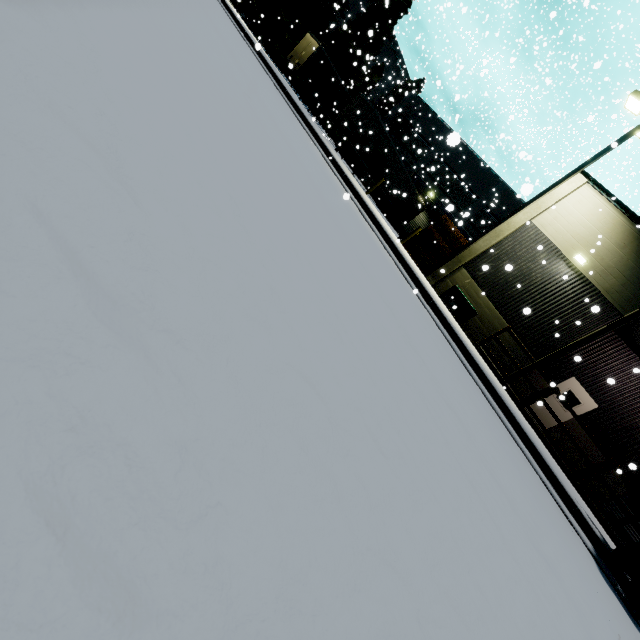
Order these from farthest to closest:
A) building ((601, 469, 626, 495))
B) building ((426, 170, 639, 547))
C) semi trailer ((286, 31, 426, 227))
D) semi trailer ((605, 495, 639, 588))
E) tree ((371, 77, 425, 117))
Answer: tree ((371, 77, 425, 117)), semi trailer ((286, 31, 426, 227)), building ((601, 469, 626, 495)), building ((426, 170, 639, 547)), semi trailer ((605, 495, 639, 588))

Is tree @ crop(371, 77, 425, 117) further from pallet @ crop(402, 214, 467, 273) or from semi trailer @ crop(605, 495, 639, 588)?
pallet @ crop(402, 214, 467, 273)

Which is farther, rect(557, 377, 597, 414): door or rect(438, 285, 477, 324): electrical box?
rect(557, 377, 597, 414): door

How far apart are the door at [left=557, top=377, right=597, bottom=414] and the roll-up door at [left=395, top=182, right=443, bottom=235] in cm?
2142

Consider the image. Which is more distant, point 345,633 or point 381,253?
point 381,253

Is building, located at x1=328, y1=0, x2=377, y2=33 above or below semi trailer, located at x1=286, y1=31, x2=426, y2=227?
above

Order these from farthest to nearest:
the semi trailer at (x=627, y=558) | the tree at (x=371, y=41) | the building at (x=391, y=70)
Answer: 1. the building at (x=391, y=70)
2. the tree at (x=371, y=41)
3. the semi trailer at (x=627, y=558)

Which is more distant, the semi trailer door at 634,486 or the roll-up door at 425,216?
the roll-up door at 425,216
